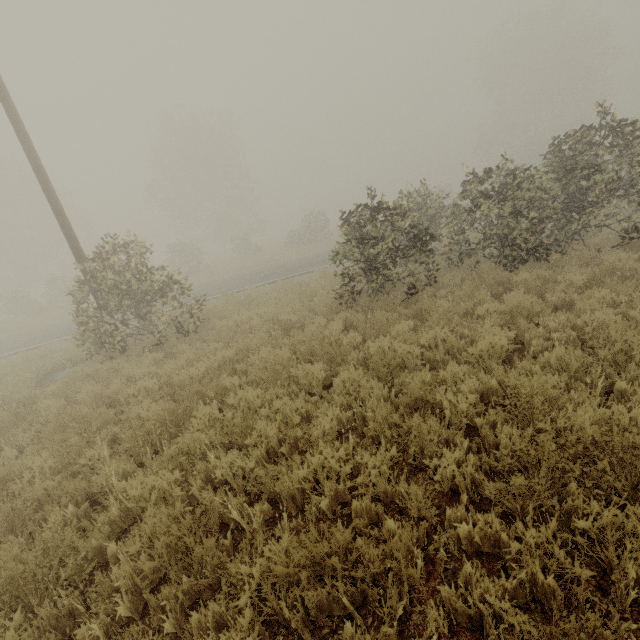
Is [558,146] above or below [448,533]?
above
